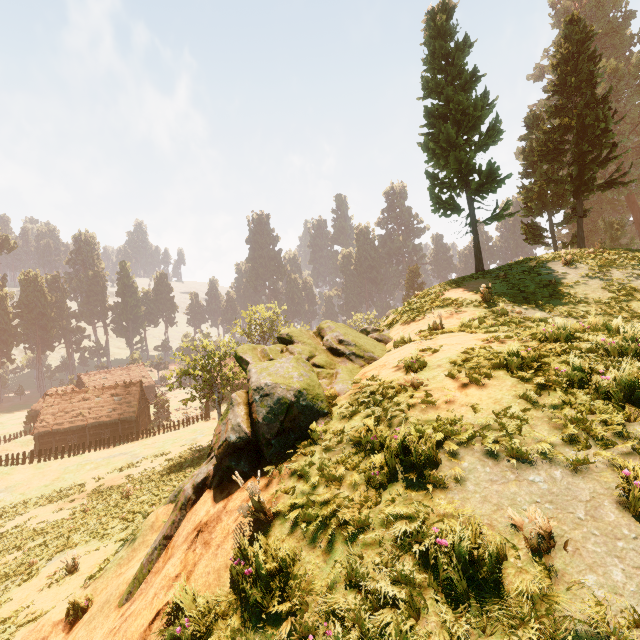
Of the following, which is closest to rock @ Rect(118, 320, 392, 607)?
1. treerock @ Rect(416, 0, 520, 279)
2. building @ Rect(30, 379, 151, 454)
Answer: treerock @ Rect(416, 0, 520, 279)

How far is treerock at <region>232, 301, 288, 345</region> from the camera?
48.88m

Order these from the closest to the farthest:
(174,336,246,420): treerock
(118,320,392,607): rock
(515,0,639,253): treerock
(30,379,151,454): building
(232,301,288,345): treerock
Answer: (118,320,392,607): rock < (515,0,639,253): treerock < (174,336,246,420): treerock < (30,379,151,454): building < (232,301,288,345): treerock

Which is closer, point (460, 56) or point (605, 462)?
point (605, 462)

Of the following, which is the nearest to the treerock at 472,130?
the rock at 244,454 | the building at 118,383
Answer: the building at 118,383

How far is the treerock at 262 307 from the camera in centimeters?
4888cm
